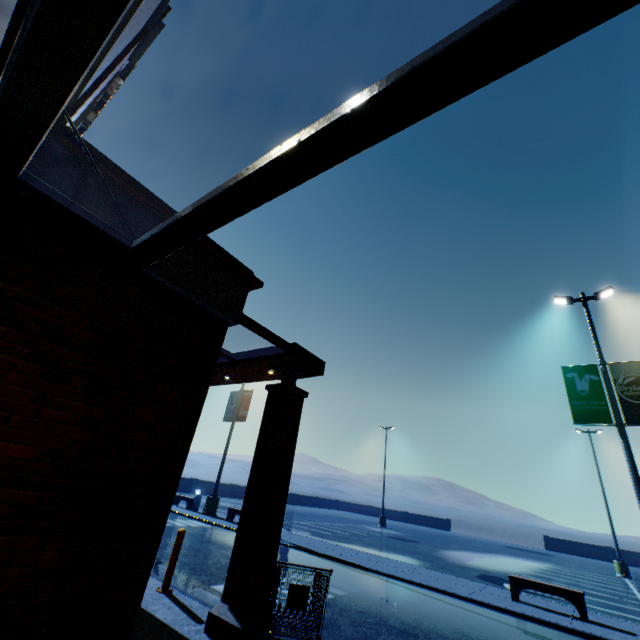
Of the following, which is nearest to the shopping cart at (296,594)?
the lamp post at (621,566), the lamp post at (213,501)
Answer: the lamp post at (213,501)

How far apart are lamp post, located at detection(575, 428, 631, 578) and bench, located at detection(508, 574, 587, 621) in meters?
21.4 m

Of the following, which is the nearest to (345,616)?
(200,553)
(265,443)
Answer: (265,443)

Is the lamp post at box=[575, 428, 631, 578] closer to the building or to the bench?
the bench

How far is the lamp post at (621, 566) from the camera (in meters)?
22.17

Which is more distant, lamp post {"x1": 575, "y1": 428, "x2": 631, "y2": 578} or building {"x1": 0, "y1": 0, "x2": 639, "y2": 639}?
lamp post {"x1": 575, "y1": 428, "x2": 631, "y2": 578}

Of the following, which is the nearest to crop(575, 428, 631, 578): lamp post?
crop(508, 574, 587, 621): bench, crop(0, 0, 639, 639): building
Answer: crop(508, 574, 587, 621): bench

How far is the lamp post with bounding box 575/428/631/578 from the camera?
22.2 meters
